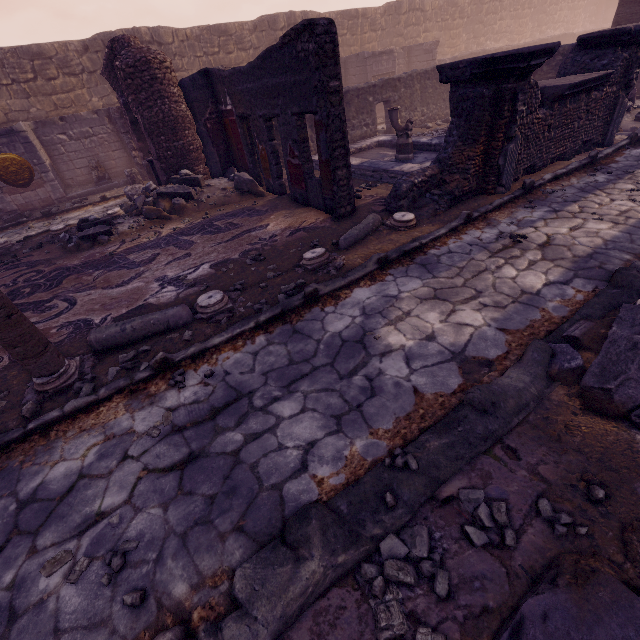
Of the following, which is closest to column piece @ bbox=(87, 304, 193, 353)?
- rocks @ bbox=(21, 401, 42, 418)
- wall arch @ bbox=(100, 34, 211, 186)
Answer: rocks @ bbox=(21, 401, 42, 418)

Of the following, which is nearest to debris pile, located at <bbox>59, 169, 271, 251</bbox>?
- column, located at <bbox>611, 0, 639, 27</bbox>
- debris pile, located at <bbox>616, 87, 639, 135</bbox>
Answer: debris pile, located at <bbox>616, 87, 639, 135</bbox>

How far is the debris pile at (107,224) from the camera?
7.41m

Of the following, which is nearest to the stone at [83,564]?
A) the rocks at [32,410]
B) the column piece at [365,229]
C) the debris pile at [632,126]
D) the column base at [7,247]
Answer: the rocks at [32,410]

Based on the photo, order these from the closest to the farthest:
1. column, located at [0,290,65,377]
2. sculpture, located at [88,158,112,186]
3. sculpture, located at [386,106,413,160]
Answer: column, located at [0,290,65,377]
sculpture, located at [386,106,413,160]
sculpture, located at [88,158,112,186]

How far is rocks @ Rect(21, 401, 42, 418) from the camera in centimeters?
330cm

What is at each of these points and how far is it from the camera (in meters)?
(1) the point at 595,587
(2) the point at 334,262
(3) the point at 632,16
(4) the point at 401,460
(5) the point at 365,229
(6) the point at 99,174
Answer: (1) debris pile, 1.37
(2) column base, 4.81
(3) column, 11.27
(4) stone, 2.29
(5) column piece, 5.60
(6) sculpture, 12.32

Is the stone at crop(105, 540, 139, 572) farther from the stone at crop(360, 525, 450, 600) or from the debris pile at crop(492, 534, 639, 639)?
the debris pile at crop(492, 534, 639, 639)
